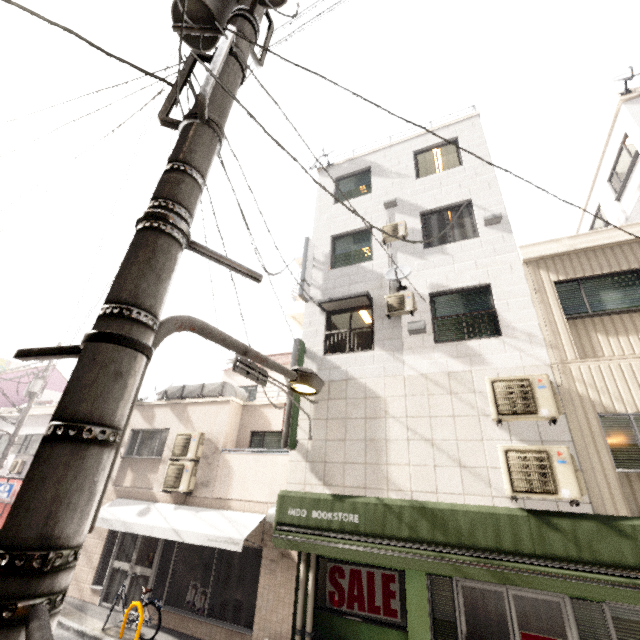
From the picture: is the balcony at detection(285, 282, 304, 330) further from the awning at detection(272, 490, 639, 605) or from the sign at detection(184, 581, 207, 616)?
the sign at detection(184, 581, 207, 616)

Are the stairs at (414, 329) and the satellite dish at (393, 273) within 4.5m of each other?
yes

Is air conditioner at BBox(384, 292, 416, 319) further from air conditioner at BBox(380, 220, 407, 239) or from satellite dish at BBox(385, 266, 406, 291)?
air conditioner at BBox(380, 220, 407, 239)

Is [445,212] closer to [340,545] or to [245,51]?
[245,51]

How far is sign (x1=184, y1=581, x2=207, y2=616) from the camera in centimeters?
827cm

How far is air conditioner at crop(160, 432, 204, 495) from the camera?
9.72m

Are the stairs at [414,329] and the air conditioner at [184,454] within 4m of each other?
no

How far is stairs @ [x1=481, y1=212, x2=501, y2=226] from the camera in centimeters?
849cm
